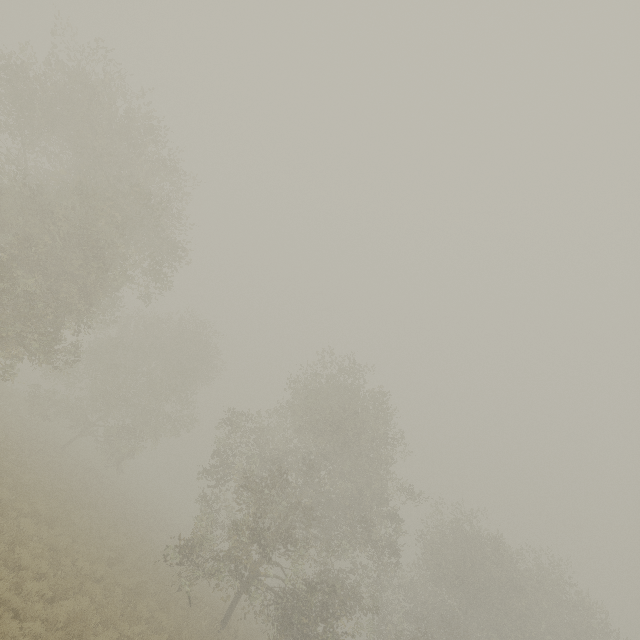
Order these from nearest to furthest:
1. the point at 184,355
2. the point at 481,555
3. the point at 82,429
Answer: the point at 481,555 < the point at 82,429 < the point at 184,355
